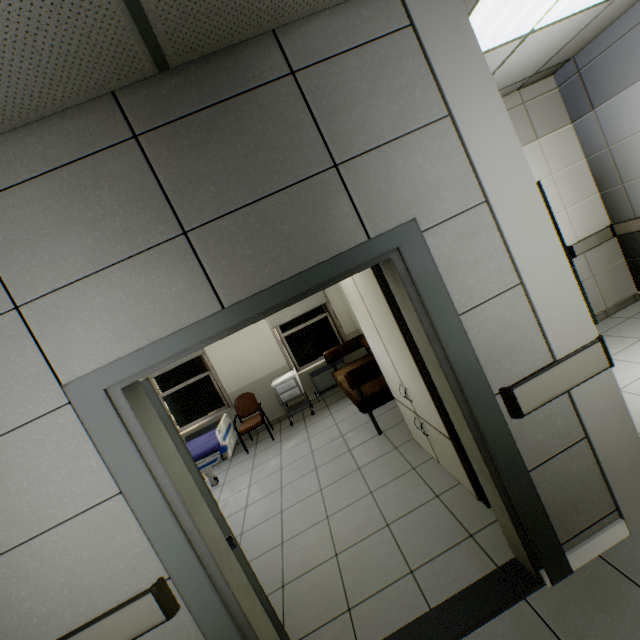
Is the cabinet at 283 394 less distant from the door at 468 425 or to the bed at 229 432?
the bed at 229 432

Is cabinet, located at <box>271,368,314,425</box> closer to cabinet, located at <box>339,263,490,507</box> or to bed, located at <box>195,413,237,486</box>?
bed, located at <box>195,413,237,486</box>

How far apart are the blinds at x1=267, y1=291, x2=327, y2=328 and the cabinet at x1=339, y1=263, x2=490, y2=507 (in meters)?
3.14

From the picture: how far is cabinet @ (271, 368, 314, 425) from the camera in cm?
599

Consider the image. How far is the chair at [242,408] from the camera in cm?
575

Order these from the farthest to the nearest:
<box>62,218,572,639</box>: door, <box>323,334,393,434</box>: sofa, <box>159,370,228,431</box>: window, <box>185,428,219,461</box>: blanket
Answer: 1. <box>159,370,228,431</box>: window
2. <box>185,428,219,461</box>: blanket
3. <box>323,334,393,434</box>: sofa
4. <box>62,218,572,639</box>: door

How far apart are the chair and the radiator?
1.2m

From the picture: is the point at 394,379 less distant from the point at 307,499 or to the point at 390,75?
the point at 307,499
